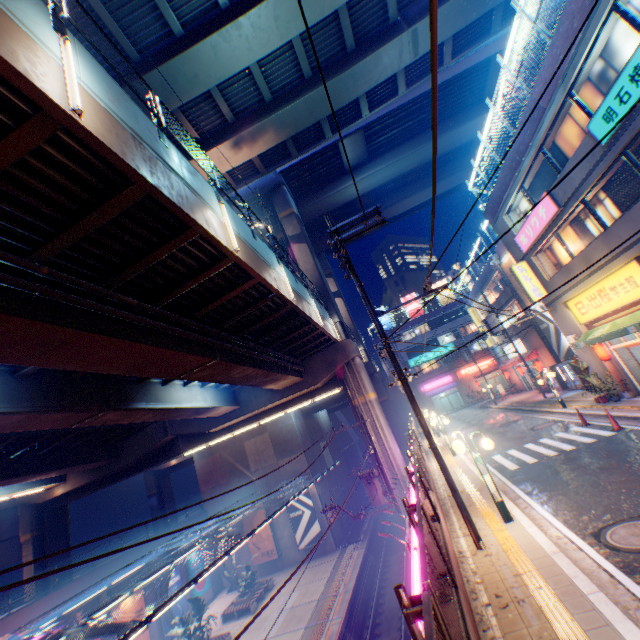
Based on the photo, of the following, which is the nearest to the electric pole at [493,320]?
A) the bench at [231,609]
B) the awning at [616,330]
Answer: the awning at [616,330]

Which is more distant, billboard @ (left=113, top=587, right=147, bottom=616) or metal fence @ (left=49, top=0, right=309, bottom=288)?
billboard @ (left=113, top=587, right=147, bottom=616)

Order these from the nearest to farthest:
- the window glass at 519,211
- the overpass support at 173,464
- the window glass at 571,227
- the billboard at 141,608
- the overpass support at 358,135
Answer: the overpass support at 173,464 < the window glass at 571,227 < the window glass at 519,211 < the billboard at 141,608 < the overpass support at 358,135

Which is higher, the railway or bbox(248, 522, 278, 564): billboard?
bbox(248, 522, 278, 564): billboard

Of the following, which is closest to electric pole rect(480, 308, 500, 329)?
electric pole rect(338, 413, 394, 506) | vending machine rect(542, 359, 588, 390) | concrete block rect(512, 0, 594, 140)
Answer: vending machine rect(542, 359, 588, 390)

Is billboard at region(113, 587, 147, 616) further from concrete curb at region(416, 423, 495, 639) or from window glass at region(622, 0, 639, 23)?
window glass at region(622, 0, 639, 23)

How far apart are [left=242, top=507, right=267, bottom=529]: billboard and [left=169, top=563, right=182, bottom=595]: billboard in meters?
6.1 m

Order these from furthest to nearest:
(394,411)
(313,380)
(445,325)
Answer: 1. (445,325)
2. (394,411)
3. (313,380)
